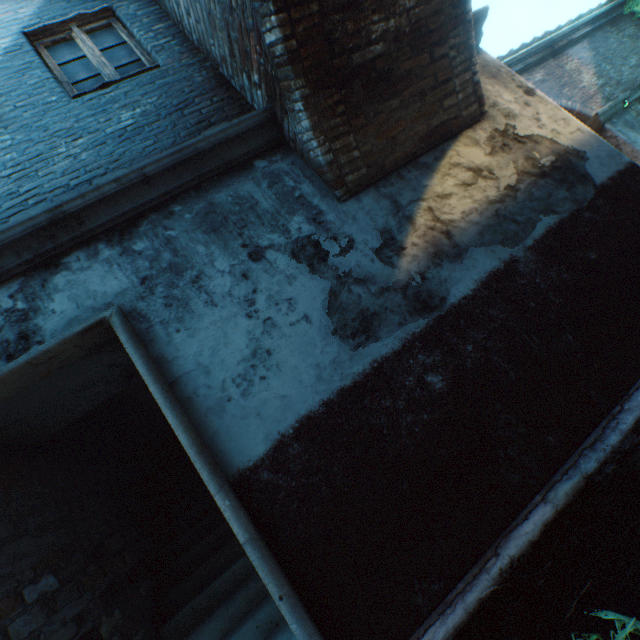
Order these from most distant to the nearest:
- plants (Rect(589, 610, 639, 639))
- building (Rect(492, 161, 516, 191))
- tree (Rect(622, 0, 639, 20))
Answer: tree (Rect(622, 0, 639, 20)), building (Rect(492, 161, 516, 191)), plants (Rect(589, 610, 639, 639))

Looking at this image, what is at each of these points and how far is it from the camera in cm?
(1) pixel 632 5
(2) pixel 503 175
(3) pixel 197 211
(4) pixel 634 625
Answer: (1) tree, 944
(2) building, 334
(3) building, 296
(4) plants, 178

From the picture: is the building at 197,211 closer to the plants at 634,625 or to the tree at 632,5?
the plants at 634,625

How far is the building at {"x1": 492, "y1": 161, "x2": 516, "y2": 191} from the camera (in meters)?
3.30

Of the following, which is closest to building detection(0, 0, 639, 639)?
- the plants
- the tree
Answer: the plants

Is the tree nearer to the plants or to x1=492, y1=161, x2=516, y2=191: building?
x1=492, y1=161, x2=516, y2=191: building

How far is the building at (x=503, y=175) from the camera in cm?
330
